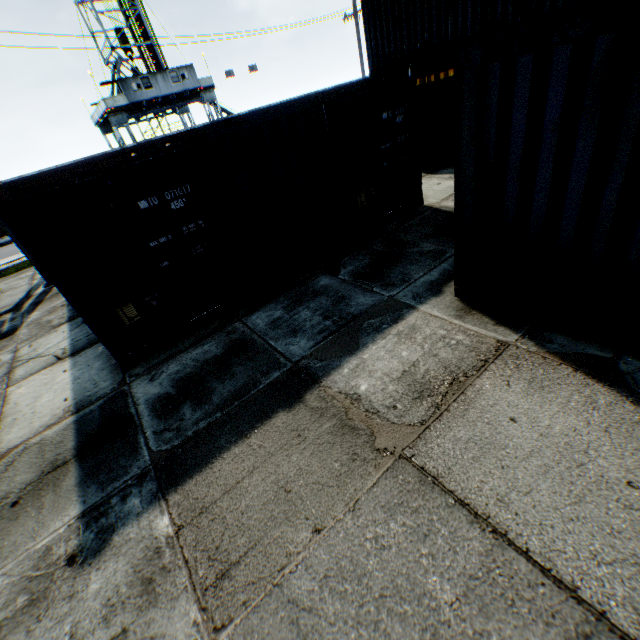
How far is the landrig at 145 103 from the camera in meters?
28.3

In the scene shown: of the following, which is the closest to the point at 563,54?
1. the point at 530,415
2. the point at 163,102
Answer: the point at 530,415

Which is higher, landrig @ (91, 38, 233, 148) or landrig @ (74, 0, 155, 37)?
landrig @ (74, 0, 155, 37)

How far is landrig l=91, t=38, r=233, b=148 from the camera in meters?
28.3

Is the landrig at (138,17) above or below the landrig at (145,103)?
above
